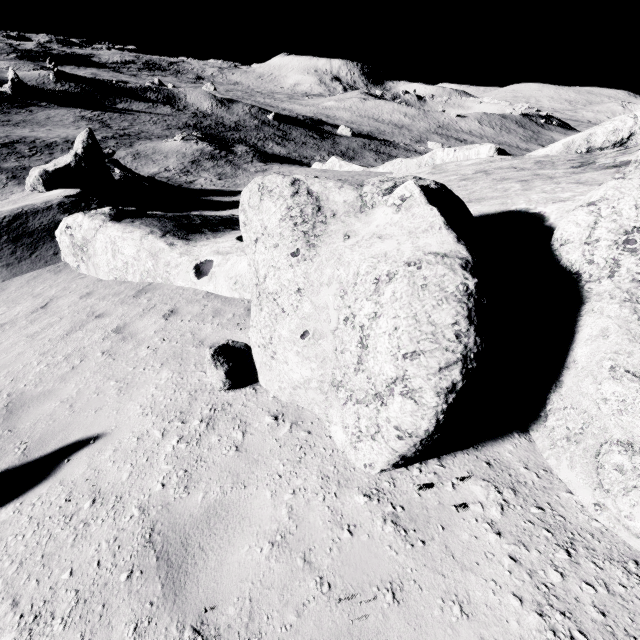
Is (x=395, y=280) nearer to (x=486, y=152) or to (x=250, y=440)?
(x=250, y=440)

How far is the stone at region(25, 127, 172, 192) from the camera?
16.28m

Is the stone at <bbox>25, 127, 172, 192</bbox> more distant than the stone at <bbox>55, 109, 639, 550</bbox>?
Yes

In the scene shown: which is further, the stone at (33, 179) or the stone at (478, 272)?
the stone at (33, 179)

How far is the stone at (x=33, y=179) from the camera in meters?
16.3 m
